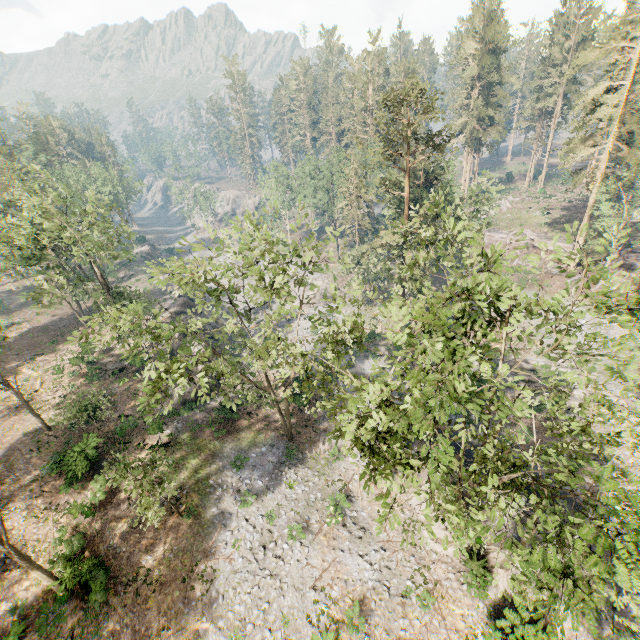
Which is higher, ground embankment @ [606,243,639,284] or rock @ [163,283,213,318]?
ground embankment @ [606,243,639,284]

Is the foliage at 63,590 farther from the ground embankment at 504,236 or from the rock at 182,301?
the rock at 182,301

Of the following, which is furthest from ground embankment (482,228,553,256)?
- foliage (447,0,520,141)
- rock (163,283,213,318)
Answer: rock (163,283,213,318)

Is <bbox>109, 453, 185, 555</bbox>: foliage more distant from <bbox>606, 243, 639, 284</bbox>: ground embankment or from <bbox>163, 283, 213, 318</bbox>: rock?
<bbox>163, 283, 213, 318</bbox>: rock

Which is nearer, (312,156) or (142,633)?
(142,633)

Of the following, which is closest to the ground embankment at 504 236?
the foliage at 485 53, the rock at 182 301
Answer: the foliage at 485 53

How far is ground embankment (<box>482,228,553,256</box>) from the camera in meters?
48.7
